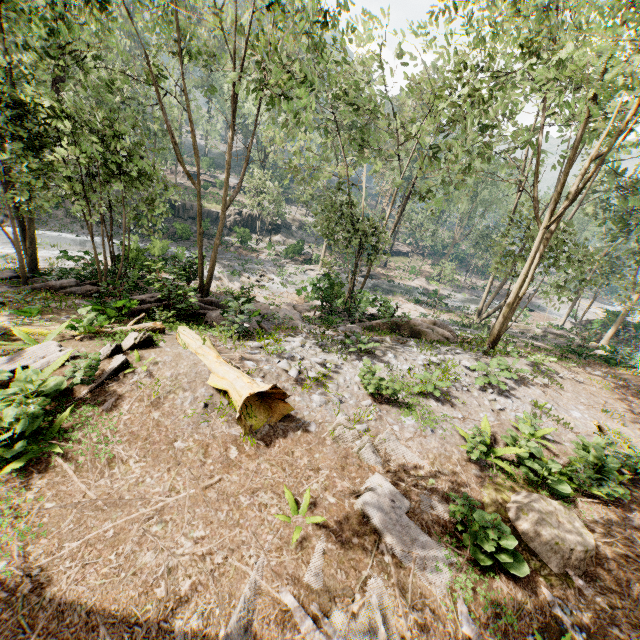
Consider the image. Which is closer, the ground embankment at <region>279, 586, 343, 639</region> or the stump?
the ground embankment at <region>279, 586, 343, 639</region>

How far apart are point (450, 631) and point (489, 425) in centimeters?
552cm

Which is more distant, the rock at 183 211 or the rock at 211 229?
the rock at 211 229

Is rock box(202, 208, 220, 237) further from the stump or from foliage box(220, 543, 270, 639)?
the stump

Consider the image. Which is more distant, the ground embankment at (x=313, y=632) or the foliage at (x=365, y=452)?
the foliage at (x=365, y=452)

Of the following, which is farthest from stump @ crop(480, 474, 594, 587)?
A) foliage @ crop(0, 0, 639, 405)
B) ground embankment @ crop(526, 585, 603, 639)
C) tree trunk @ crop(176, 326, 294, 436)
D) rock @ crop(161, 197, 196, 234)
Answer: rock @ crop(161, 197, 196, 234)

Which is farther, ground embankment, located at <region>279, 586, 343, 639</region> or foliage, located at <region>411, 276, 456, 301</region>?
foliage, located at <region>411, 276, 456, 301</region>

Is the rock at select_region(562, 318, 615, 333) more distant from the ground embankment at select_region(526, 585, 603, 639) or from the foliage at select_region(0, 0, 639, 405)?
the ground embankment at select_region(526, 585, 603, 639)
